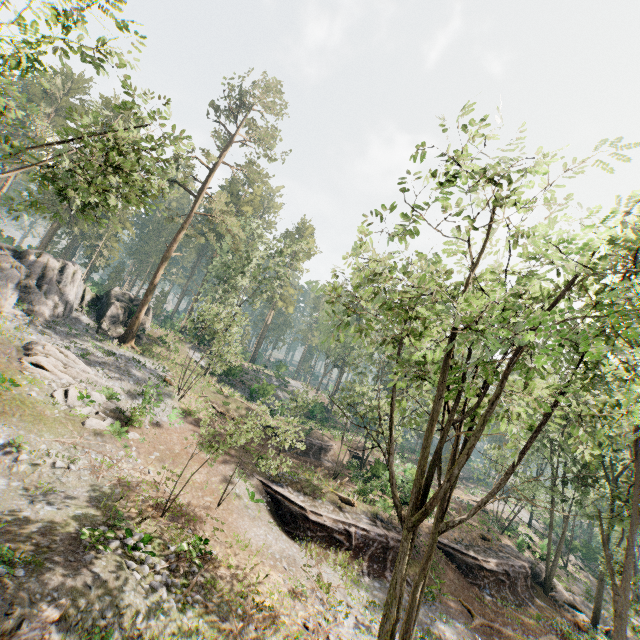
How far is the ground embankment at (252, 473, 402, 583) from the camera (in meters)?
19.75

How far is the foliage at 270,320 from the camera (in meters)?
58.03

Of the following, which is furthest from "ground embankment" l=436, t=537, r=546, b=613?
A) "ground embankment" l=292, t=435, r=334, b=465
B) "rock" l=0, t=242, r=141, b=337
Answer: "rock" l=0, t=242, r=141, b=337

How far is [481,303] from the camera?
13.2 meters

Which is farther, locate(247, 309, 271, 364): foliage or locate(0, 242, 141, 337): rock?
locate(247, 309, 271, 364): foliage

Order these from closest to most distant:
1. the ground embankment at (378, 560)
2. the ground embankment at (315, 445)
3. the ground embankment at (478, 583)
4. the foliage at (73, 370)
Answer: the foliage at (73, 370) < the ground embankment at (378, 560) < the ground embankment at (478, 583) < the ground embankment at (315, 445)

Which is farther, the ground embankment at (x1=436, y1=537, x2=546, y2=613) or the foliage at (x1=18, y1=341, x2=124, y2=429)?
the ground embankment at (x1=436, y1=537, x2=546, y2=613)

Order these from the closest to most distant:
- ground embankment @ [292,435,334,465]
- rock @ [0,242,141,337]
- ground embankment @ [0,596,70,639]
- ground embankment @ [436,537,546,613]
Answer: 1. ground embankment @ [0,596,70,639]
2. ground embankment @ [436,537,546,613]
3. rock @ [0,242,141,337]
4. ground embankment @ [292,435,334,465]
